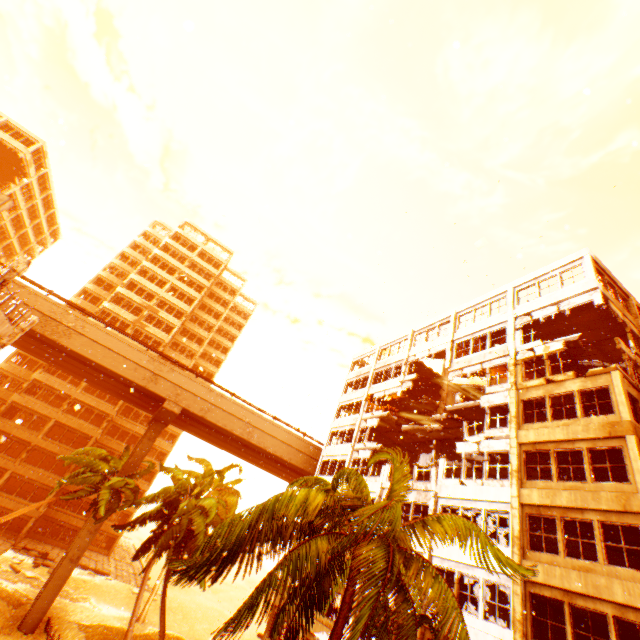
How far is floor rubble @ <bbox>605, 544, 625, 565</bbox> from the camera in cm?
1660

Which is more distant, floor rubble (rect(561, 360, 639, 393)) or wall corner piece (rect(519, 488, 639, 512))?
floor rubble (rect(561, 360, 639, 393))

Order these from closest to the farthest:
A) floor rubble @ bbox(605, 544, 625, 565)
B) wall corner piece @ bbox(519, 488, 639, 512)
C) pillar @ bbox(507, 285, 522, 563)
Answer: wall corner piece @ bbox(519, 488, 639, 512), pillar @ bbox(507, 285, 522, 563), floor rubble @ bbox(605, 544, 625, 565)

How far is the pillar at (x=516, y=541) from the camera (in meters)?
14.77

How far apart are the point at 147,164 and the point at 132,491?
22.3 meters

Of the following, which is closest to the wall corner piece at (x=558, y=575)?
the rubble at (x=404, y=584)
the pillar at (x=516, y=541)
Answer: the pillar at (x=516, y=541)

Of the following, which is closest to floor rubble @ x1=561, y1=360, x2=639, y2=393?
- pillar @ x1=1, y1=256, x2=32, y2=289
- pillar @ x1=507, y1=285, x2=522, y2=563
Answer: pillar @ x1=507, y1=285, x2=522, y2=563

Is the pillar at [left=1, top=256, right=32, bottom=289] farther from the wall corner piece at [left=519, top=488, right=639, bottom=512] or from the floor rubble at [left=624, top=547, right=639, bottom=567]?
the floor rubble at [left=624, top=547, right=639, bottom=567]
